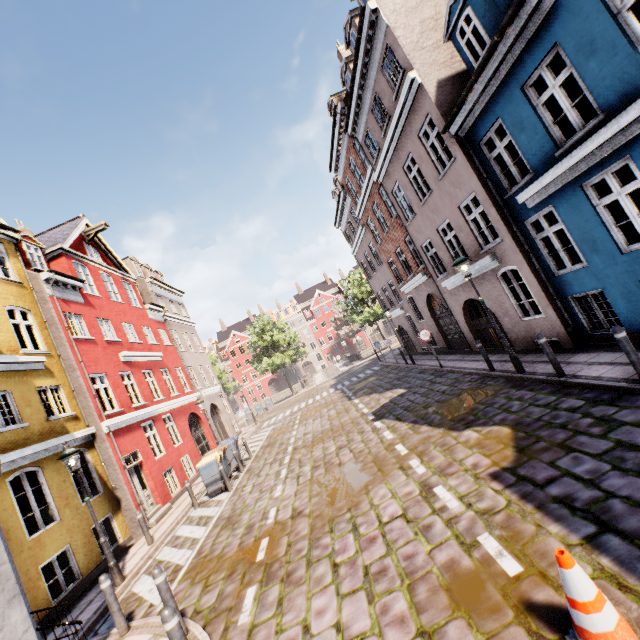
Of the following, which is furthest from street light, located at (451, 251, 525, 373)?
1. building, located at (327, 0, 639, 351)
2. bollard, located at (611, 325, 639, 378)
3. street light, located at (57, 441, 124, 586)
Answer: street light, located at (57, 441, 124, 586)

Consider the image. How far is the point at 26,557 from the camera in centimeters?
835cm

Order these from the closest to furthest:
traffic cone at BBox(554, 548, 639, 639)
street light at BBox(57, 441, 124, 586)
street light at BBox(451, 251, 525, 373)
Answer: traffic cone at BBox(554, 548, 639, 639)
street light at BBox(57, 441, 124, 586)
street light at BBox(451, 251, 525, 373)

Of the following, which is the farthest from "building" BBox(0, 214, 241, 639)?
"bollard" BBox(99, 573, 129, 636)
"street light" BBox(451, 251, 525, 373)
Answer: "street light" BBox(451, 251, 525, 373)

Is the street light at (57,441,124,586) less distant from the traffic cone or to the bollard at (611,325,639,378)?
the traffic cone

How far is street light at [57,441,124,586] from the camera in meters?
8.4 m

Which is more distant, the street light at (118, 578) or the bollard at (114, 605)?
the street light at (118, 578)

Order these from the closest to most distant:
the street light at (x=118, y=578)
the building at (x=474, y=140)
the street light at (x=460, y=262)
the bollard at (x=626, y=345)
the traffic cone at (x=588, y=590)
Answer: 1. the traffic cone at (x=588, y=590)
2. the bollard at (x=626, y=345)
3. the building at (x=474, y=140)
4. the street light at (x=118, y=578)
5. the street light at (x=460, y=262)
